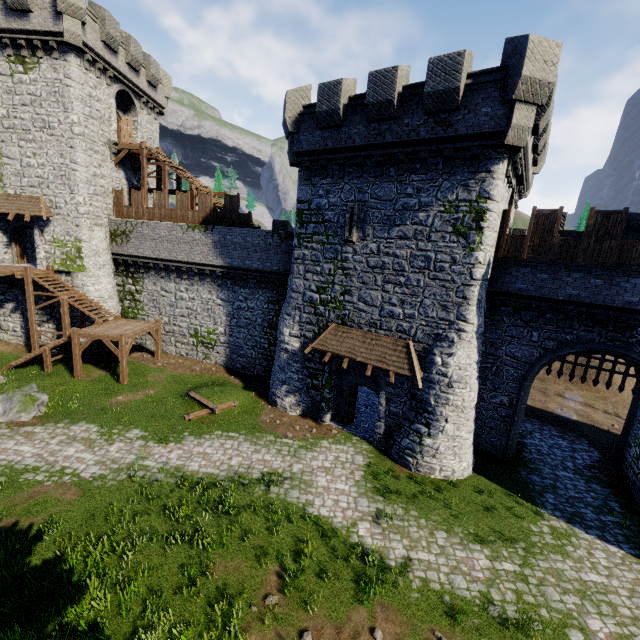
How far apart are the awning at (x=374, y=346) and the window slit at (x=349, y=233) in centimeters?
408cm

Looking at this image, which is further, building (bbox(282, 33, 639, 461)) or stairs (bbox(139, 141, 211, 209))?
stairs (bbox(139, 141, 211, 209))

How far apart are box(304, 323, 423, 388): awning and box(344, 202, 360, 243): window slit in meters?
4.1

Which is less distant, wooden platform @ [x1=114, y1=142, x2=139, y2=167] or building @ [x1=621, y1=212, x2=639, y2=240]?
building @ [x1=621, y1=212, x2=639, y2=240]

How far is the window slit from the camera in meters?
15.5

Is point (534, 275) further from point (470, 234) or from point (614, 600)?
point (614, 600)

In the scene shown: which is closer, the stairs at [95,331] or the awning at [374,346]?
the awning at [374,346]
